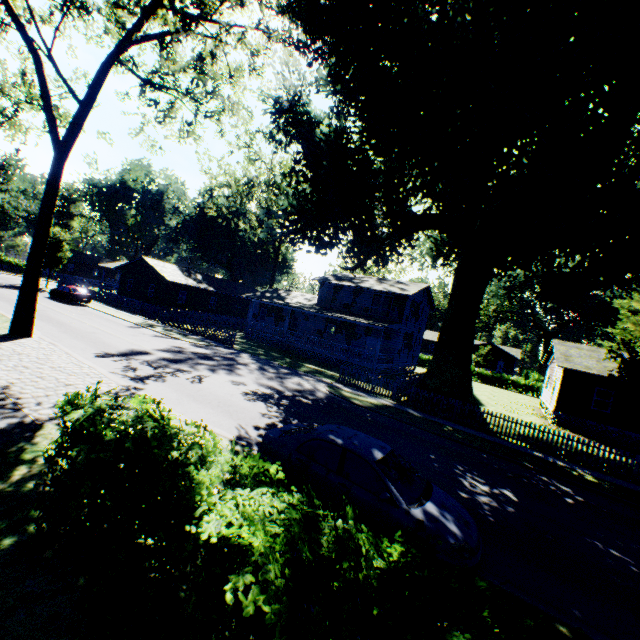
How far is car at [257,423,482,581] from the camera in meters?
5.6

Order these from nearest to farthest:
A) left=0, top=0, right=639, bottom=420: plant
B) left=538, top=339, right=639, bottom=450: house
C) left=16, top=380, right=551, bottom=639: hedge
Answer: left=16, top=380, right=551, bottom=639: hedge < left=0, top=0, right=639, bottom=420: plant < left=538, top=339, right=639, bottom=450: house

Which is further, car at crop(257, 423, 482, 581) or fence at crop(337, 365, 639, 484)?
fence at crop(337, 365, 639, 484)

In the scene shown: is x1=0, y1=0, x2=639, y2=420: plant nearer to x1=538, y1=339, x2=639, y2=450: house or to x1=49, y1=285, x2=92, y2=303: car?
x1=538, y1=339, x2=639, y2=450: house

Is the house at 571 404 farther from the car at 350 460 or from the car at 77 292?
the car at 350 460

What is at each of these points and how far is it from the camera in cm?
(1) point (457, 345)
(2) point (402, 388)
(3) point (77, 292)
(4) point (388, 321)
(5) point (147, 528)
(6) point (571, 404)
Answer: (1) plant, 1892
(2) fence, 1936
(3) car, 3203
(4) house, 3133
(5) hedge, 375
(6) house, 2366

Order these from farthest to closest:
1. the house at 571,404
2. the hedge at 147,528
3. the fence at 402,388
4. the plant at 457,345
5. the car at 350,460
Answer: the house at 571,404 < the fence at 402,388 < the plant at 457,345 < the car at 350,460 < the hedge at 147,528

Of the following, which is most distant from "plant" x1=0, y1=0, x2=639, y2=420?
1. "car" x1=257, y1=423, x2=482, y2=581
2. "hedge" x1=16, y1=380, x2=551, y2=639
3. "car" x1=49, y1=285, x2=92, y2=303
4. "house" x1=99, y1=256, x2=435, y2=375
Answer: "car" x1=49, y1=285, x2=92, y2=303
